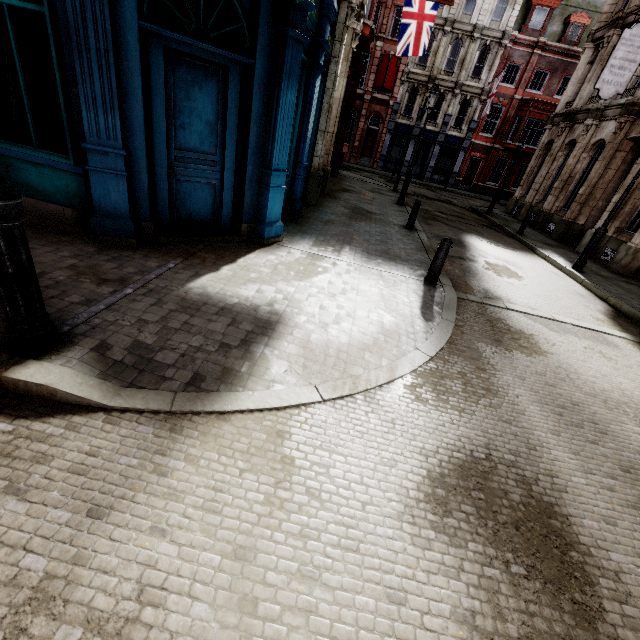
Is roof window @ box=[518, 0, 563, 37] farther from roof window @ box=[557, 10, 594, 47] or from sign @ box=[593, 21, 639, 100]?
sign @ box=[593, 21, 639, 100]

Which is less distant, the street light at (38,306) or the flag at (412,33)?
the street light at (38,306)

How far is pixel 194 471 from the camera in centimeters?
247cm

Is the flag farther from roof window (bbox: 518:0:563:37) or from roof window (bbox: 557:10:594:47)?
roof window (bbox: 557:10:594:47)

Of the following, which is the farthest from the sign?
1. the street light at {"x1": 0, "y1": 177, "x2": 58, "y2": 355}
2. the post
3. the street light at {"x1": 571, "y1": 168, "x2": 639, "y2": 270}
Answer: the street light at {"x1": 0, "y1": 177, "x2": 58, "y2": 355}

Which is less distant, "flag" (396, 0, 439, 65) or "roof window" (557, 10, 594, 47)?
"flag" (396, 0, 439, 65)

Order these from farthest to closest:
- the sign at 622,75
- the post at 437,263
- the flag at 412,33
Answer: the flag at 412,33
the sign at 622,75
the post at 437,263

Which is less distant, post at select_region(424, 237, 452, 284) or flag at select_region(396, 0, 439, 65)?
post at select_region(424, 237, 452, 284)
